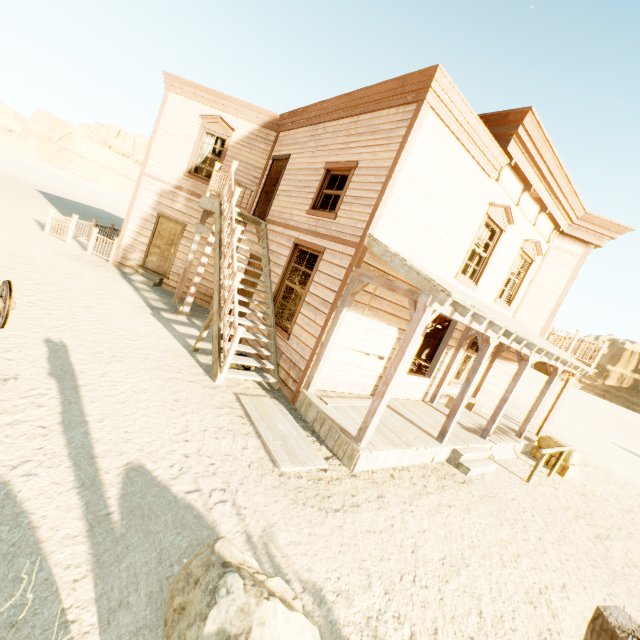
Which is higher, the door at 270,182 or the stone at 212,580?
the door at 270,182

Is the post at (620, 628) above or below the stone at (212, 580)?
above

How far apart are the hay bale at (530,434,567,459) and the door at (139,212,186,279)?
13.9 meters

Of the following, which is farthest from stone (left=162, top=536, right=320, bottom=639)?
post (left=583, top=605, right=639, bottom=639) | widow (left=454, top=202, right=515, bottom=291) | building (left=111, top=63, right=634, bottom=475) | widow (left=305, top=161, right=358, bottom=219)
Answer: widow (left=454, top=202, right=515, bottom=291)

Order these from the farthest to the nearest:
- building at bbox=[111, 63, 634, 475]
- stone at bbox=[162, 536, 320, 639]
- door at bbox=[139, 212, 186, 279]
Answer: door at bbox=[139, 212, 186, 279]
building at bbox=[111, 63, 634, 475]
stone at bbox=[162, 536, 320, 639]

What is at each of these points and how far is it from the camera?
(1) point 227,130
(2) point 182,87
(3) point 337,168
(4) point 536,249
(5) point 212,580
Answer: (1) widow, 11.1m
(2) building, 11.1m
(3) widow, 7.7m
(4) widow, 10.4m
(5) stone, 2.3m

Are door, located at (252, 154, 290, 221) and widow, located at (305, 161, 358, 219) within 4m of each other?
yes

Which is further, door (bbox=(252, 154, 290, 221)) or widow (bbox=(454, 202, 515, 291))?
door (bbox=(252, 154, 290, 221))
